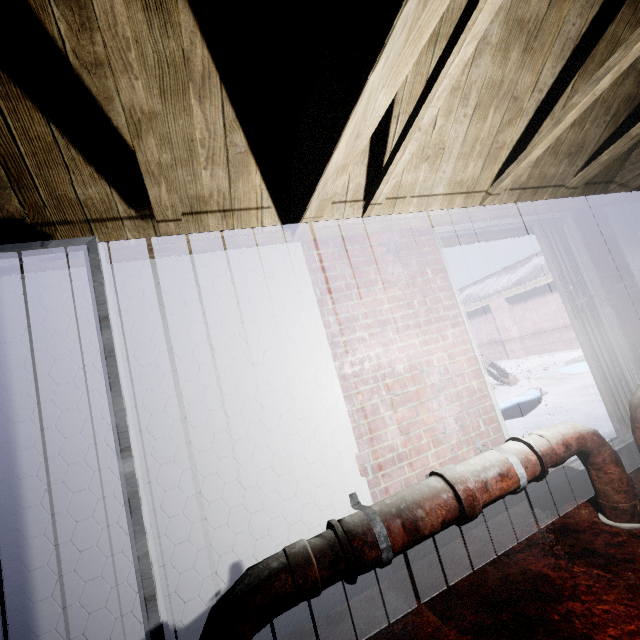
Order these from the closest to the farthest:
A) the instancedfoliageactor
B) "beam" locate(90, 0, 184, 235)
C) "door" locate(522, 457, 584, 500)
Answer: "beam" locate(90, 0, 184, 235), "door" locate(522, 457, 584, 500), the instancedfoliageactor

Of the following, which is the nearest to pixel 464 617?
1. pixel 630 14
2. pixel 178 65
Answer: pixel 178 65

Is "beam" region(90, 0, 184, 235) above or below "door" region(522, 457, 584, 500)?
above

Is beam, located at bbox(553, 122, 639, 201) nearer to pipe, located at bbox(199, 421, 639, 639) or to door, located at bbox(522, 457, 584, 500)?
door, located at bbox(522, 457, 584, 500)

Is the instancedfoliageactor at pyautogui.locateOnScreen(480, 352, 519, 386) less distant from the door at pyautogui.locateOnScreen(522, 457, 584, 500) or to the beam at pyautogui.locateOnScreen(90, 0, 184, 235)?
the door at pyautogui.locateOnScreen(522, 457, 584, 500)

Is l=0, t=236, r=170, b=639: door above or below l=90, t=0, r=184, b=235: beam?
below

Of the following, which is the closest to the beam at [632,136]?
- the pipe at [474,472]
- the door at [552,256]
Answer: the door at [552,256]

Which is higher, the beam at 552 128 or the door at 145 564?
the beam at 552 128
